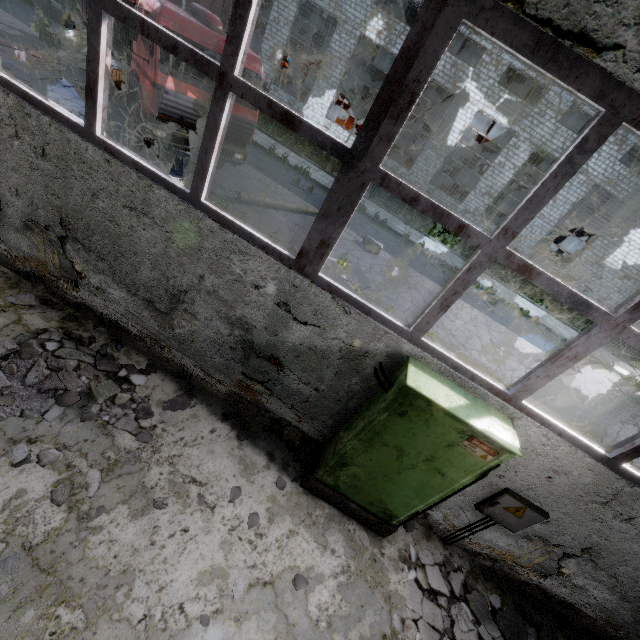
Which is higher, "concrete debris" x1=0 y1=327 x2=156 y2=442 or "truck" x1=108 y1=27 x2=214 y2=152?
"truck" x1=108 y1=27 x2=214 y2=152

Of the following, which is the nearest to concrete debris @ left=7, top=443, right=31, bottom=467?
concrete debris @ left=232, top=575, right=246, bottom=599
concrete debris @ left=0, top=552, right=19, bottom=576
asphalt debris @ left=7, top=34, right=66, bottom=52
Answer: concrete debris @ left=0, top=552, right=19, bottom=576

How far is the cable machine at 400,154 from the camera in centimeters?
2566cm

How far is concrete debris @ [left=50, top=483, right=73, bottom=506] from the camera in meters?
3.2 m

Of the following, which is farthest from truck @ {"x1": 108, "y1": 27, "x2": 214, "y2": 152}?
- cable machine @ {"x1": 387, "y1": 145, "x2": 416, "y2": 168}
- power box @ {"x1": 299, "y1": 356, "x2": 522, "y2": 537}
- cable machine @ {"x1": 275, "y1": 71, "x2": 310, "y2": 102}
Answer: cable machine @ {"x1": 387, "y1": 145, "x2": 416, "y2": 168}

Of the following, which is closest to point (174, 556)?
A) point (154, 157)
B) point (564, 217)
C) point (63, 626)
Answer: point (63, 626)

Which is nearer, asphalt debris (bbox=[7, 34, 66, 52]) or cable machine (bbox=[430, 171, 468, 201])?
asphalt debris (bbox=[7, 34, 66, 52])

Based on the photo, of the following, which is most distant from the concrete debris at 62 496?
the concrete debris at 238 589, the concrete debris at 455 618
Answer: the concrete debris at 455 618
